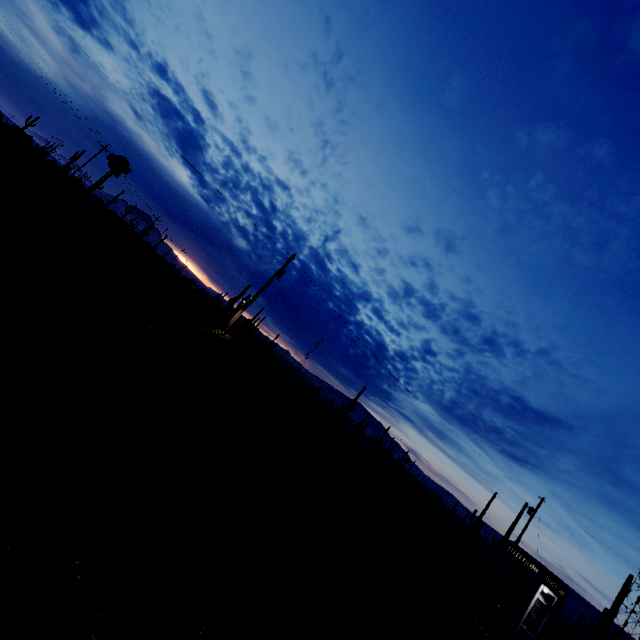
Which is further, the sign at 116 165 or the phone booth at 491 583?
the sign at 116 165

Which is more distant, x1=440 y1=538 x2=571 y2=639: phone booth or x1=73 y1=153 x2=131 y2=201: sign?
x1=73 y1=153 x2=131 y2=201: sign

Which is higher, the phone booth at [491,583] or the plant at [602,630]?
the plant at [602,630]

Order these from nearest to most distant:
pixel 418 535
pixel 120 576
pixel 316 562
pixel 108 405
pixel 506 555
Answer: pixel 120 576 → pixel 108 405 → pixel 316 562 → pixel 506 555 → pixel 418 535

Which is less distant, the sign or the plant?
the sign

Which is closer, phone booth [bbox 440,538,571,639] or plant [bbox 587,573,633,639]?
phone booth [bbox 440,538,571,639]

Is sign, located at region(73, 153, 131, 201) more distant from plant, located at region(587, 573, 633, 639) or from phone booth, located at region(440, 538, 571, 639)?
plant, located at region(587, 573, 633, 639)

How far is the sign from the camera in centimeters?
1956cm
